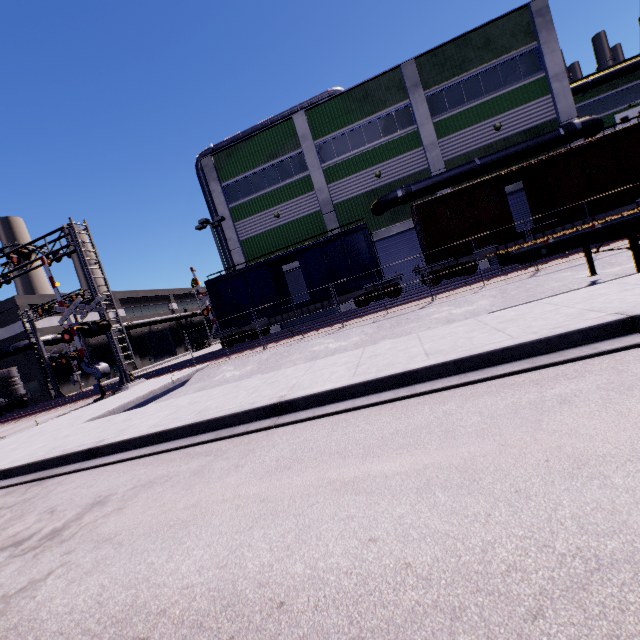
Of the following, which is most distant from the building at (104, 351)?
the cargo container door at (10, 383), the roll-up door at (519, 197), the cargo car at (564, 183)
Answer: the cargo container door at (10, 383)

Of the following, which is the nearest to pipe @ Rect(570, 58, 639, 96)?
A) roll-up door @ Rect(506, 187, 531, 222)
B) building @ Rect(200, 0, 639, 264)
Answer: building @ Rect(200, 0, 639, 264)

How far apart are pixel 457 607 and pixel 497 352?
3.5m

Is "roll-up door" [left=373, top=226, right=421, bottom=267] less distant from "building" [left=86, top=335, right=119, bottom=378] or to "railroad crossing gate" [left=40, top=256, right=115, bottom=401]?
"building" [left=86, top=335, right=119, bottom=378]

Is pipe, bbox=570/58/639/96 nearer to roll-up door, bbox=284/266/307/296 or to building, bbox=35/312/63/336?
building, bbox=35/312/63/336

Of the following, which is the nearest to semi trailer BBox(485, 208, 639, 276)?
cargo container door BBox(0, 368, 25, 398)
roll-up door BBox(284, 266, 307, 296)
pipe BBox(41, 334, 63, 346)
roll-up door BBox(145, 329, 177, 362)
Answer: roll-up door BBox(284, 266, 307, 296)

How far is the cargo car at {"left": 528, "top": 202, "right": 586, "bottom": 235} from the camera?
16.2 meters

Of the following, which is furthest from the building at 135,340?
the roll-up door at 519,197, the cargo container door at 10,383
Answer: the cargo container door at 10,383
